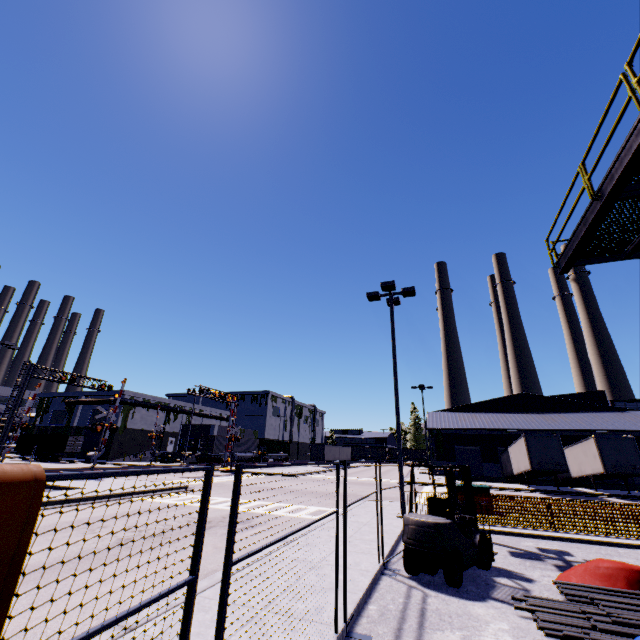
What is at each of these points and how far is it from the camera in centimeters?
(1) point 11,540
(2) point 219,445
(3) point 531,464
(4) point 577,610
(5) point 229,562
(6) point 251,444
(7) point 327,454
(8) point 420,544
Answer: (1) tarp, 111cm
(2) cargo container, 4738cm
(3) semi trailer, 2630cm
(4) pipe, 520cm
(5) fence, 237cm
(6) cargo container, 5516cm
(7) semi trailer, 5566cm
(8) forklift, 666cm

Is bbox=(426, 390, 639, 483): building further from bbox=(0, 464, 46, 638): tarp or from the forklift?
the forklift

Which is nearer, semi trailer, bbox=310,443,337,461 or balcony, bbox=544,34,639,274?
balcony, bbox=544,34,639,274

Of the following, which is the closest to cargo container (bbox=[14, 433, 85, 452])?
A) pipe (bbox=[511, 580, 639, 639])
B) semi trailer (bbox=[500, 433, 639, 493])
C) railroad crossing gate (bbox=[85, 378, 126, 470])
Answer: semi trailer (bbox=[500, 433, 639, 493])

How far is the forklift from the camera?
6.5 meters

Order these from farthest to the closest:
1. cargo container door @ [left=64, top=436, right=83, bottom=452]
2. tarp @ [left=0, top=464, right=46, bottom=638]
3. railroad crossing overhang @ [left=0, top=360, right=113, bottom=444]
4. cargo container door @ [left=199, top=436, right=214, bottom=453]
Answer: cargo container door @ [left=199, top=436, right=214, bottom=453] → cargo container door @ [left=64, top=436, right=83, bottom=452] → railroad crossing overhang @ [left=0, top=360, right=113, bottom=444] → tarp @ [left=0, top=464, right=46, bottom=638]

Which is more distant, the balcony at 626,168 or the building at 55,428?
the building at 55,428

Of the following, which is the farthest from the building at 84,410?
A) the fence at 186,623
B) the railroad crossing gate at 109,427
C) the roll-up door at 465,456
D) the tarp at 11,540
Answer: the fence at 186,623
